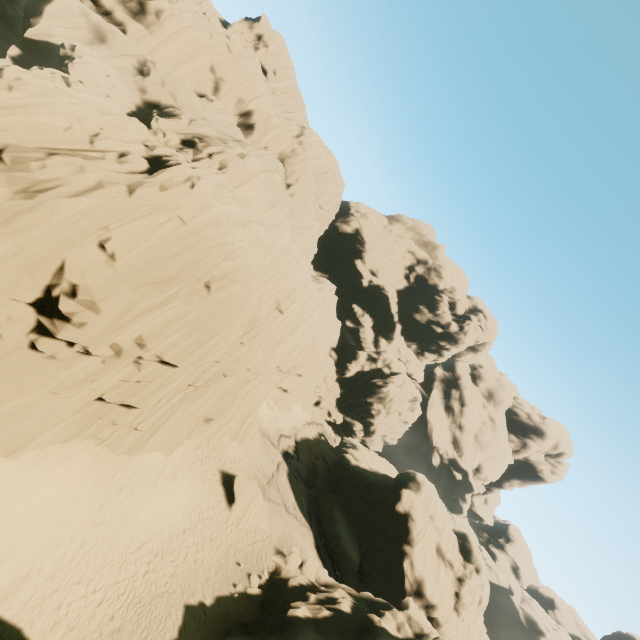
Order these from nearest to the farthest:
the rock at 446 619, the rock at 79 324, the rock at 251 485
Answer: the rock at 79 324
the rock at 446 619
the rock at 251 485

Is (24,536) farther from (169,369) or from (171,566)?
(171,566)

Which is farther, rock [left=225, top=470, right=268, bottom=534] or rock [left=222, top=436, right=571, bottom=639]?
rock [left=225, top=470, right=268, bottom=534]

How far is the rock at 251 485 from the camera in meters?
21.9 m

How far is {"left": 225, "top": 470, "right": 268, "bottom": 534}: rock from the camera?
21.9m

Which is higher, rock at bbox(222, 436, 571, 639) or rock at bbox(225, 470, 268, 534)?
rock at bbox(222, 436, 571, 639)
